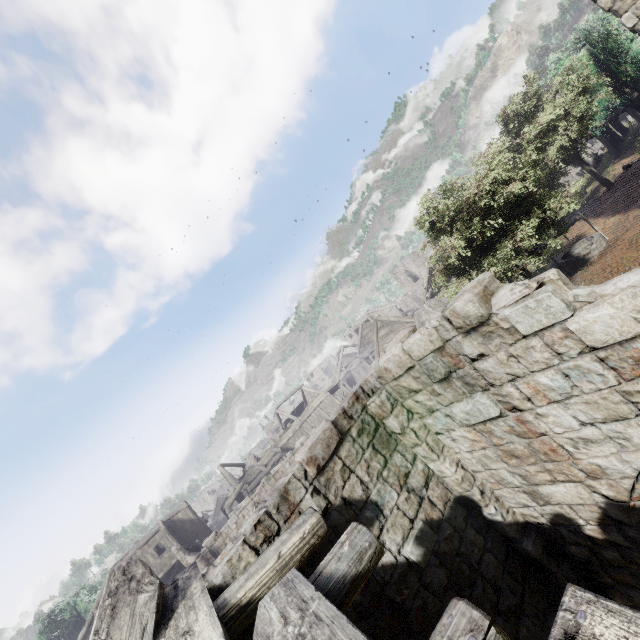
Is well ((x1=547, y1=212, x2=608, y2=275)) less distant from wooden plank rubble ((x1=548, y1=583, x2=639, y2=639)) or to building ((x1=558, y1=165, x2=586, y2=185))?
building ((x1=558, y1=165, x2=586, y2=185))

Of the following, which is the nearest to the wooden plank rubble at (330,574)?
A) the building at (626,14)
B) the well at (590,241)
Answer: the building at (626,14)

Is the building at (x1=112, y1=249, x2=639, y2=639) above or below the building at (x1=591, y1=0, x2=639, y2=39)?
below

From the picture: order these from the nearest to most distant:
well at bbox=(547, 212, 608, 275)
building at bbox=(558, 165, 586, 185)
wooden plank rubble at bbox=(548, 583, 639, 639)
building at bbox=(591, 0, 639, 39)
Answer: wooden plank rubble at bbox=(548, 583, 639, 639) < building at bbox=(591, 0, 639, 39) < well at bbox=(547, 212, 608, 275) < building at bbox=(558, 165, 586, 185)

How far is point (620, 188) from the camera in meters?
18.1

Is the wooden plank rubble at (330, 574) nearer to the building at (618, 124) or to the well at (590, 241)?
the building at (618, 124)

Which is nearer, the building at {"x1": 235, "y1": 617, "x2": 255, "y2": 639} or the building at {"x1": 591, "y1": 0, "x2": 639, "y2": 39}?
the building at {"x1": 235, "y1": 617, "x2": 255, "y2": 639}
